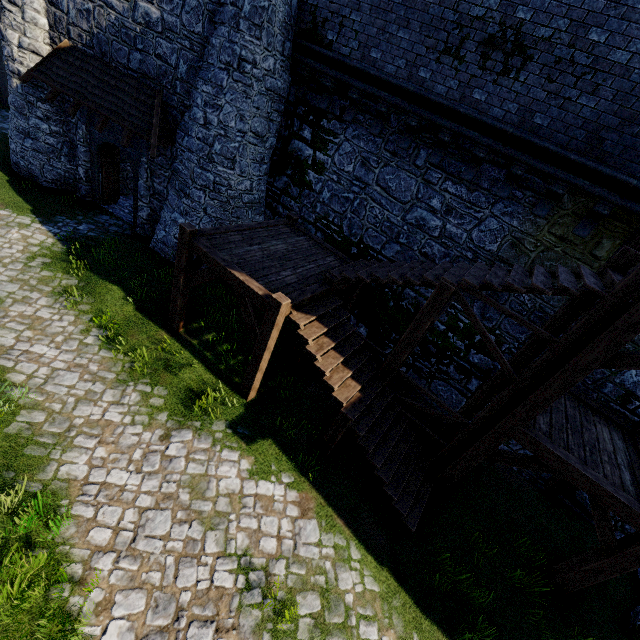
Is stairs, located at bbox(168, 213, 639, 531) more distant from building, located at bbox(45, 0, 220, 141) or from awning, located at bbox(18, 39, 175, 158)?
building, located at bbox(45, 0, 220, 141)

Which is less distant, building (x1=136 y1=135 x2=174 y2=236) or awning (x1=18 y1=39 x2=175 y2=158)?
awning (x1=18 y1=39 x2=175 y2=158)

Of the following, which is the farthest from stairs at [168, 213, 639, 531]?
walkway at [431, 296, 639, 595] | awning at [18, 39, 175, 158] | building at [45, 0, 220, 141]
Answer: building at [45, 0, 220, 141]

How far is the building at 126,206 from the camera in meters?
13.8

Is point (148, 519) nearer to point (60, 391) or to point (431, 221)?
point (60, 391)

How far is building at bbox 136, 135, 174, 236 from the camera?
11.4m

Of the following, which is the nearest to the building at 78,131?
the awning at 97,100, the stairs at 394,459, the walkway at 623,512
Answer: the awning at 97,100
